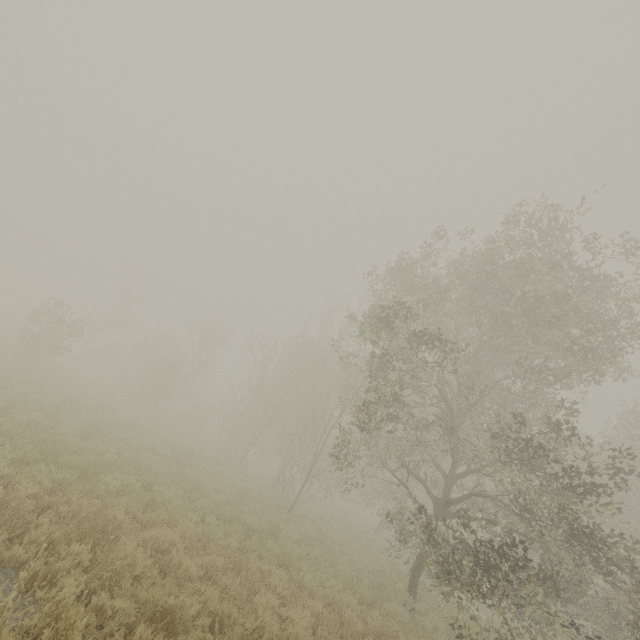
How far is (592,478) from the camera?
8.5m
